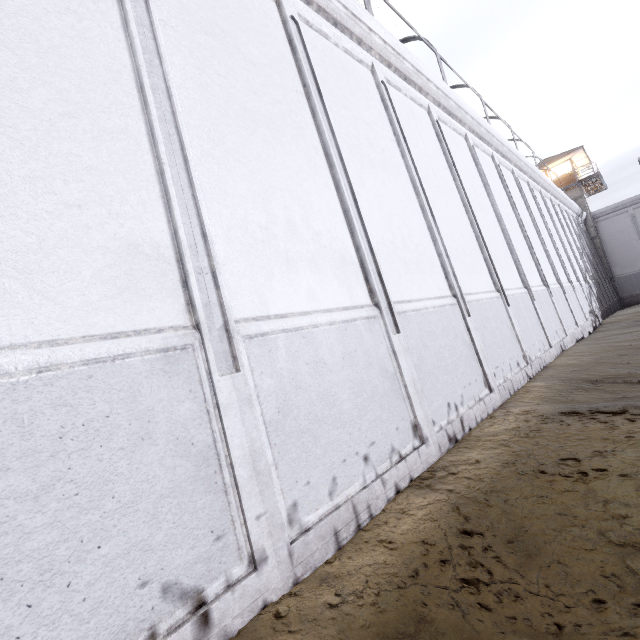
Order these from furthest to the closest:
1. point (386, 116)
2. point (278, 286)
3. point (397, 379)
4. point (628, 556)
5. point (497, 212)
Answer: point (497, 212)
point (386, 116)
point (397, 379)
point (278, 286)
point (628, 556)

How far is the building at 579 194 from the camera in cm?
2855

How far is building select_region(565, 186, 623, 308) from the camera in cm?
2855
